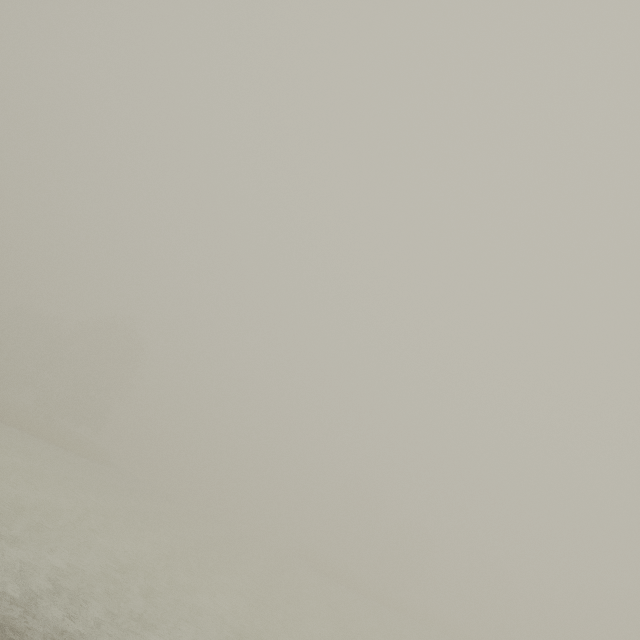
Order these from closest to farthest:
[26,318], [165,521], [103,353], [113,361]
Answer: [165,521] → [103,353] → [113,361] → [26,318]
